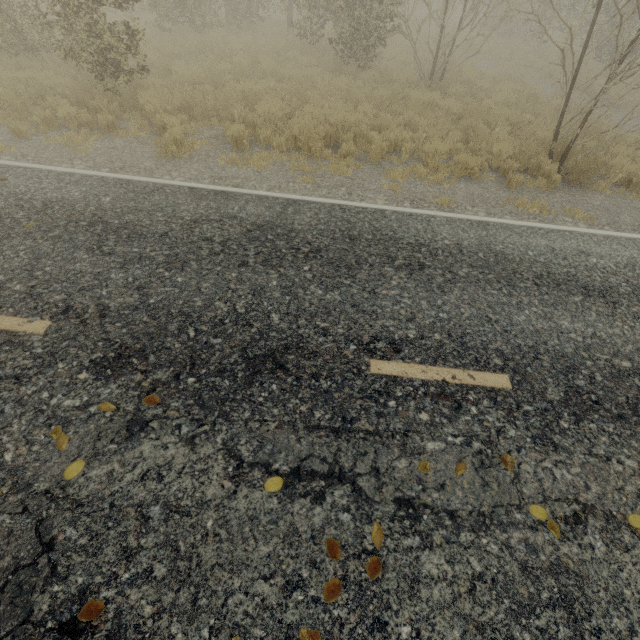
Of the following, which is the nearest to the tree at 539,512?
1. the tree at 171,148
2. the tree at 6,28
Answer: the tree at 6,28

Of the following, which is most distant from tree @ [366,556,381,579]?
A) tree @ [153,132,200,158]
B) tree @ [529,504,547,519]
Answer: tree @ [529,504,547,519]

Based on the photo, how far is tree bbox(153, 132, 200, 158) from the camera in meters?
6.8 m

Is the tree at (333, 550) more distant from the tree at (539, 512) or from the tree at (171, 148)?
the tree at (539, 512)

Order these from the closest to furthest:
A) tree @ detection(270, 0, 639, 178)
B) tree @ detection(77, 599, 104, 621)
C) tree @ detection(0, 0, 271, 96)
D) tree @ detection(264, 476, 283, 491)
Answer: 1. tree @ detection(77, 599, 104, 621)
2. tree @ detection(264, 476, 283, 491)
3. tree @ detection(270, 0, 639, 178)
4. tree @ detection(0, 0, 271, 96)

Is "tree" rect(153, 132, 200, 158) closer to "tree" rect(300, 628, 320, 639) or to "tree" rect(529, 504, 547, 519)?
"tree" rect(300, 628, 320, 639)

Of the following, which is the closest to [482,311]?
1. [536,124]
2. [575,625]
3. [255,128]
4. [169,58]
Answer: [575,625]
